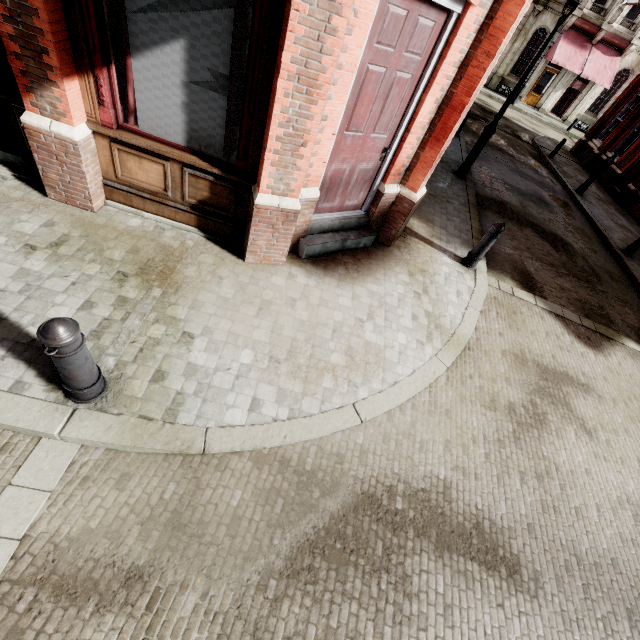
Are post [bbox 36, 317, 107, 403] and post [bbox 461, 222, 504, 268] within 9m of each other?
yes

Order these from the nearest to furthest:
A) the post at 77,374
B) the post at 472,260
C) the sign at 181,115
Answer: the post at 77,374 → the sign at 181,115 → the post at 472,260

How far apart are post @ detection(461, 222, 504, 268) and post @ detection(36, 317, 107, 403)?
6.1 meters

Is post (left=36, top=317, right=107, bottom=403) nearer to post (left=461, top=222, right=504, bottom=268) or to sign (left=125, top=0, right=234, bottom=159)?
sign (left=125, top=0, right=234, bottom=159)

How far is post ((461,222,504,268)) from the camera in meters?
5.7

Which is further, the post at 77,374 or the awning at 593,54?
the awning at 593,54

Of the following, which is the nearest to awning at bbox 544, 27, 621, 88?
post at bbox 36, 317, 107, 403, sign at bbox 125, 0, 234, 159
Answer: sign at bbox 125, 0, 234, 159

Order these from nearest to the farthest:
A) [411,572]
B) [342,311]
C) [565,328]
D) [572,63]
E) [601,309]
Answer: [411,572], [342,311], [565,328], [601,309], [572,63]
